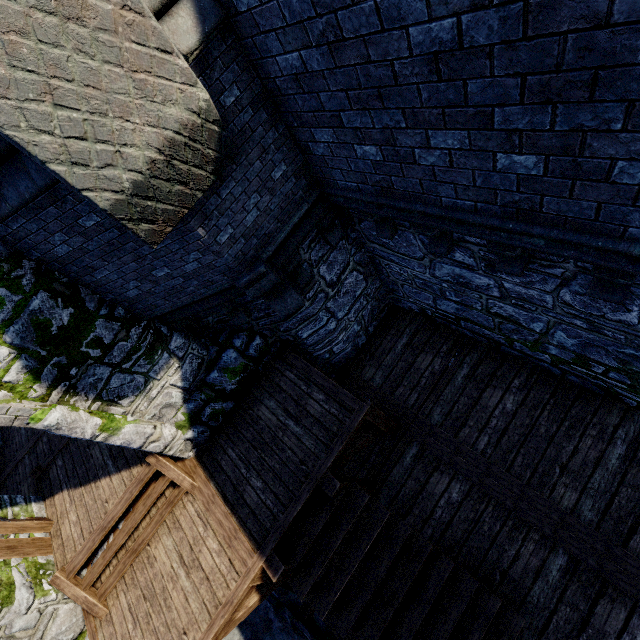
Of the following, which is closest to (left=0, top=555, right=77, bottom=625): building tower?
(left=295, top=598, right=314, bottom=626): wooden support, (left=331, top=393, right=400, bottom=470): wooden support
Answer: (left=331, top=393, right=400, bottom=470): wooden support

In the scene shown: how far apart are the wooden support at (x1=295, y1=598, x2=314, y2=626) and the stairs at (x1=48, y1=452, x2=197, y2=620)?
3.11m

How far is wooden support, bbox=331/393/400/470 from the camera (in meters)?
5.45

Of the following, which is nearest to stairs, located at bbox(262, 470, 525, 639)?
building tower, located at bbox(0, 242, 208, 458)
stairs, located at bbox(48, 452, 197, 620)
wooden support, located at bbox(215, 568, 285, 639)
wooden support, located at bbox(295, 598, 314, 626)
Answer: wooden support, located at bbox(215, 568, 285, 639)

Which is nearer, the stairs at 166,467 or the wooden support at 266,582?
the wooden support at 266,582

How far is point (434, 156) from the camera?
2.92m

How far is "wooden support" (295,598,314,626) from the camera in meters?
7.6 m

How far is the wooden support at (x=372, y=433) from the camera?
5.45m
